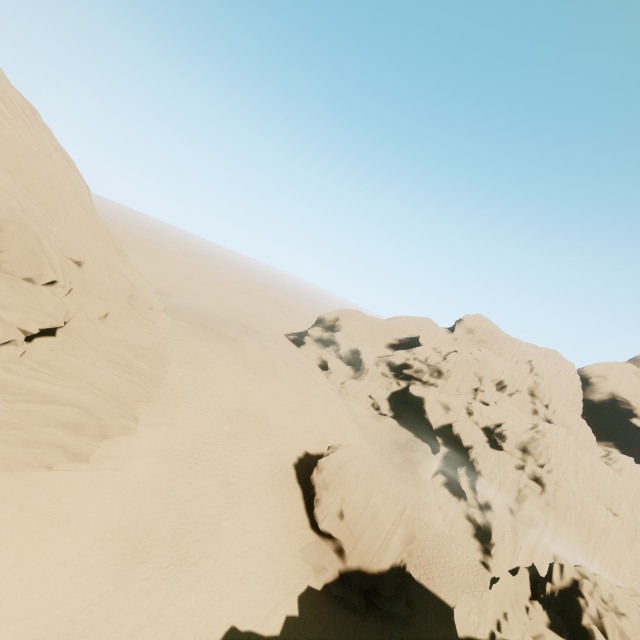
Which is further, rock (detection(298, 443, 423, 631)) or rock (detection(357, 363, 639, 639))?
rock (detection(298, 443, 423, 631))

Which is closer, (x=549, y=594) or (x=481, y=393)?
(x=549, y=594)

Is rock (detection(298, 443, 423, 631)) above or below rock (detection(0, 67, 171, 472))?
below

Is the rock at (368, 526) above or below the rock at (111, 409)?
below

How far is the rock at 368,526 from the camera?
21.16m

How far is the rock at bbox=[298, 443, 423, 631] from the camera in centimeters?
2116cm
